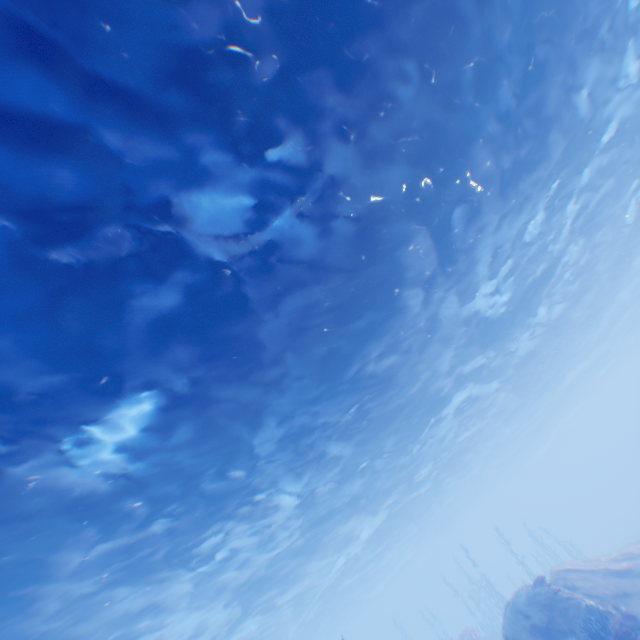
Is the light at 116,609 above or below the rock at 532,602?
above

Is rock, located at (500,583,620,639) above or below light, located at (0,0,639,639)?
below

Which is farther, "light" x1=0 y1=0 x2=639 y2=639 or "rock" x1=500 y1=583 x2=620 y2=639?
"rock" x1=500 y1=583 x2=620 y2=639

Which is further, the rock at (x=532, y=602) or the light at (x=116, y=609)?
the rock at (x=532, y=602)

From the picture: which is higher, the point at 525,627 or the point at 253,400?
the point at 253,400
